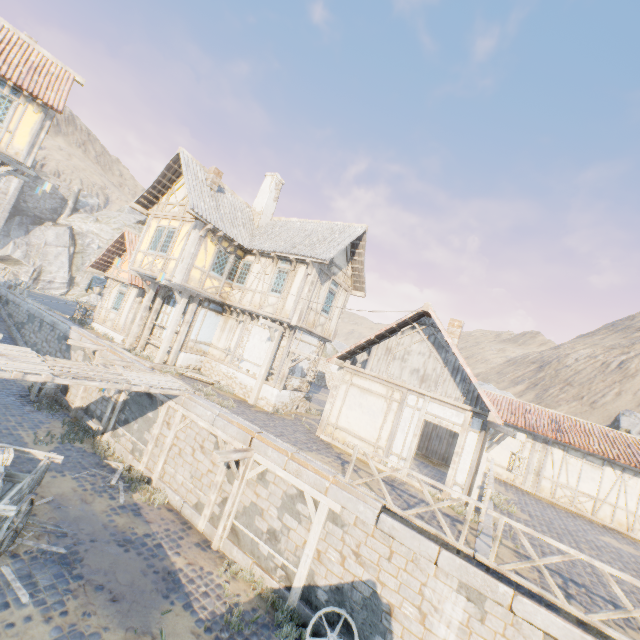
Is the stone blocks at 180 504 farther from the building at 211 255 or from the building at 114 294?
the building at 211 255

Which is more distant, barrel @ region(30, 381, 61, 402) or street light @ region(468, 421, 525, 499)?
barrel @ region(30, 381, 61, 402)

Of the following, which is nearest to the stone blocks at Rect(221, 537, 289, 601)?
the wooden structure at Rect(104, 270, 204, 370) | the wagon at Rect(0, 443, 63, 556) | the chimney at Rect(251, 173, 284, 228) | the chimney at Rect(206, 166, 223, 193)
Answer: the wooden structure at Rect(104, 270, 204, 370)

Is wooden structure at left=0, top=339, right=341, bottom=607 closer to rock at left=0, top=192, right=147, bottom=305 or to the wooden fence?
the wooden fence

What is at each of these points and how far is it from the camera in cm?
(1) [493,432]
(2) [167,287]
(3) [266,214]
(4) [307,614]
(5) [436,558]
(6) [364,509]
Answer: (1) street light, 990
(2) wooden structure, 1692
(3) chimney, 1900
(4) stone blocks, 791
(5) stone blocks, 698
(6) stone blocks, 791

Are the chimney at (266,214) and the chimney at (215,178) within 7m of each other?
yes

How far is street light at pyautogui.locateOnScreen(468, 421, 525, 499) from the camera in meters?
9.0

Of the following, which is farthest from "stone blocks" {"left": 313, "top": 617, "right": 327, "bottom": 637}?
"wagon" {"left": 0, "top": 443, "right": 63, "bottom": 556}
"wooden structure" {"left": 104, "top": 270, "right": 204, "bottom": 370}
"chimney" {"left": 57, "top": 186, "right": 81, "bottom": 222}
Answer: "chimney" {"left": 57, "top": 186, "right": 81, "bottom": 222}
